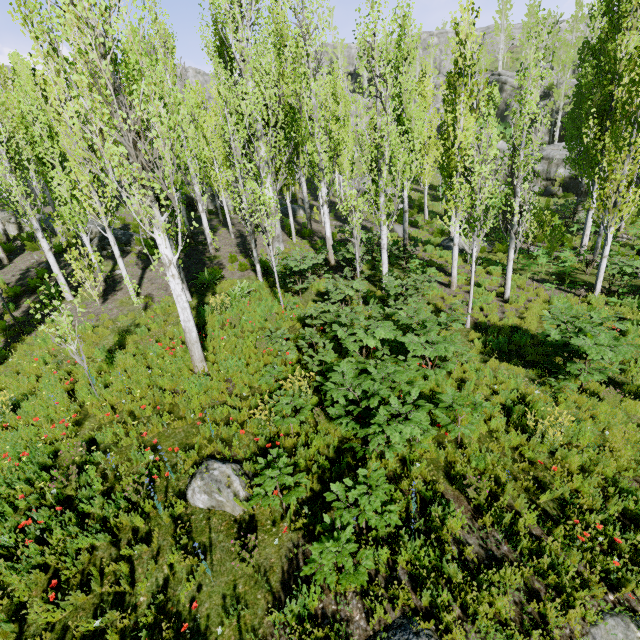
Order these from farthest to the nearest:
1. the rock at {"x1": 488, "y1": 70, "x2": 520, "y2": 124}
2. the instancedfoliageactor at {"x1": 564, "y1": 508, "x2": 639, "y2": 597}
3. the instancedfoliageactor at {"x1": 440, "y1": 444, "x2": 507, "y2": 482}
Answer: the rock at {"x1": 488, "y1": 70, "x2": 520, "y2": 124}, the instancedfoliageactor at {"x1": 440, "y1": 444, "x2": 507, "y2": 482}, the instancedfoliageactor at {"x1": 564, "y1": 508, "x2": 639, "y2": 597}

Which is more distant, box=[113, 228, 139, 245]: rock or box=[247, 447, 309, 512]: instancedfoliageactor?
box=[113, 228, 139, 245]: rock

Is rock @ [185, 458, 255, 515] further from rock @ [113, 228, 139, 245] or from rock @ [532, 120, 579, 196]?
rock @ [532, 120, 579, 196]

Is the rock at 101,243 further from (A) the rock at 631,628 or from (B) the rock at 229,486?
(A) the rock at 631,628

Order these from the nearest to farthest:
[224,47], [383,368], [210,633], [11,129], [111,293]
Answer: [210,633], [383,368], [11,129], [111,293], [224,47]

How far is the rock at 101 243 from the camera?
17.58m

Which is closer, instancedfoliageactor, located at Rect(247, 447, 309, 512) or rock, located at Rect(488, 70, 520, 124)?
instancedfoliageactor, located at Rect(247, 447, 309, 512)
